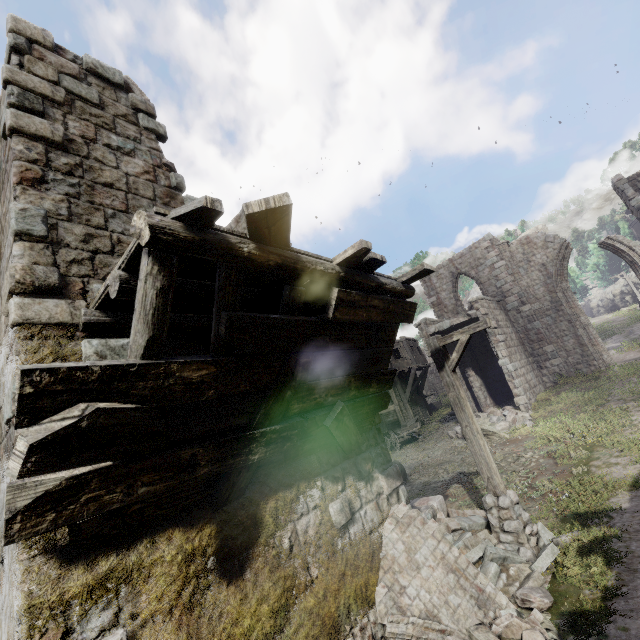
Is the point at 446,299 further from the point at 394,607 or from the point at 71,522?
the point at 71,522

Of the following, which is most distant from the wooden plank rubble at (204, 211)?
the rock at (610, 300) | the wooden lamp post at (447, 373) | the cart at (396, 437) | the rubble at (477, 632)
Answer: the rock at (610, 300)

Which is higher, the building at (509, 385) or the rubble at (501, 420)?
the building at (509, 385)

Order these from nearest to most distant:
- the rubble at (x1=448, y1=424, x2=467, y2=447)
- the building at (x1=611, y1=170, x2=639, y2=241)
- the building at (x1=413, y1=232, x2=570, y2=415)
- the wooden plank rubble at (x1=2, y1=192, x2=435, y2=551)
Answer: the wooden plank rubble at (x1=2, y1=192, x2=435, y2=551) < the rubble at (x1=448, y1=424, x2=467, y2=447) < the building at (x1=413, y1=232, x2=570, y2=415) < the building at (x1=611, y1=170, x2=639, y2=241)

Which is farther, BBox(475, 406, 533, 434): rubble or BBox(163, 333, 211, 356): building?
BBox(475, 406, 533, 434): rubble

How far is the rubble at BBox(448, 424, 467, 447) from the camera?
15.73m

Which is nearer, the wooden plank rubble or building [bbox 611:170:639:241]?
the wooden plank rubble

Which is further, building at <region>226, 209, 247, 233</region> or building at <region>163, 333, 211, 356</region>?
building at <region>226, 209, 247, 233</region>
